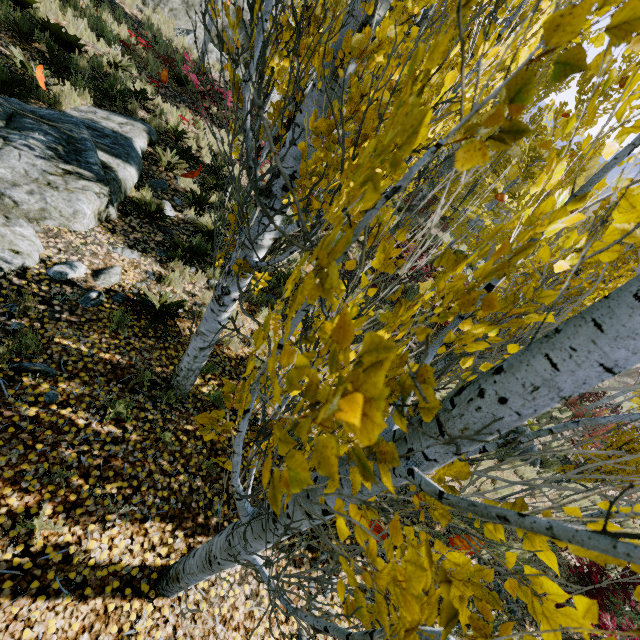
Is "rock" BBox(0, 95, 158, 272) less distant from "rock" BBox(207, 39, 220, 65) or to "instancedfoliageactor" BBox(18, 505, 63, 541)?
"instancedfoliageactor" BBox(18, 505, 63, 541)

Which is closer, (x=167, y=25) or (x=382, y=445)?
(x=382, y=445)

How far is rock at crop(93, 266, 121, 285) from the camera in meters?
4.8 m

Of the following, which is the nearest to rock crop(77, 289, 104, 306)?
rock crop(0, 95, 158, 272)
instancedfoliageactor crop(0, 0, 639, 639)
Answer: instancedfoliageactor crop(0, 0, 639, 639)

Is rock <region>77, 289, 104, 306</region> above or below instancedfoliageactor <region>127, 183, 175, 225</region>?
above

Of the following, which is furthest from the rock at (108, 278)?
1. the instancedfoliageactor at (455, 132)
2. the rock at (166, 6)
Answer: the rock at (166, 6)

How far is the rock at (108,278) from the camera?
4.85m
